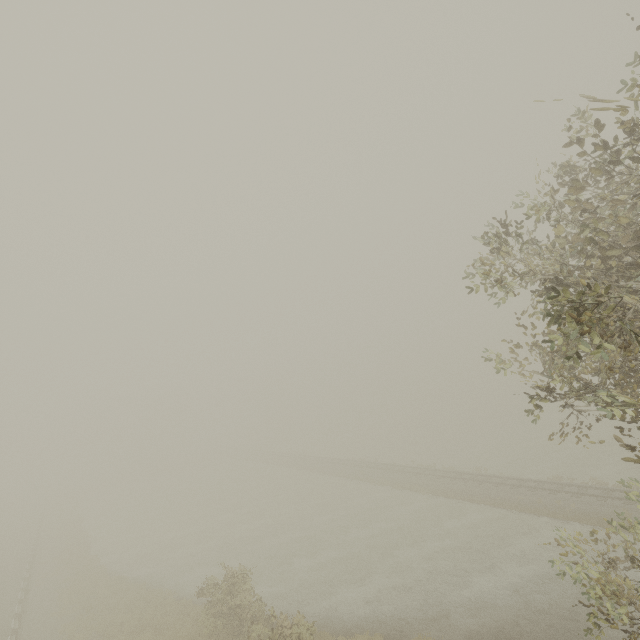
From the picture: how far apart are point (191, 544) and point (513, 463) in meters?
33.5 m
